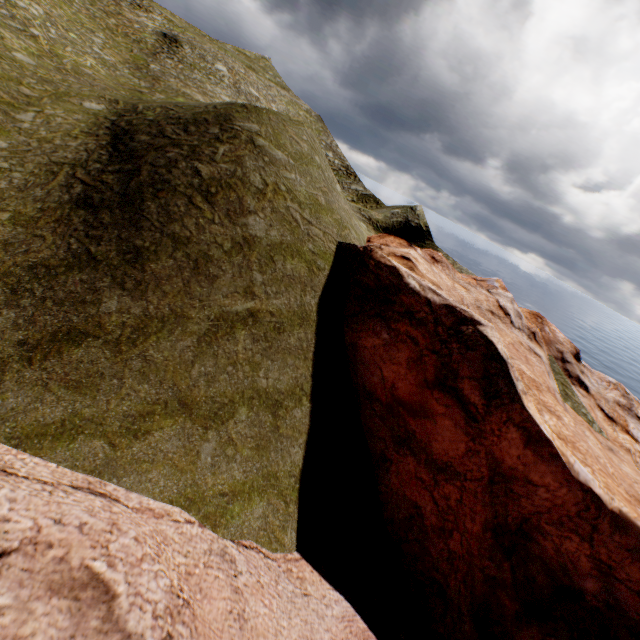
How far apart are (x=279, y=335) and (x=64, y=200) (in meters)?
11.24
